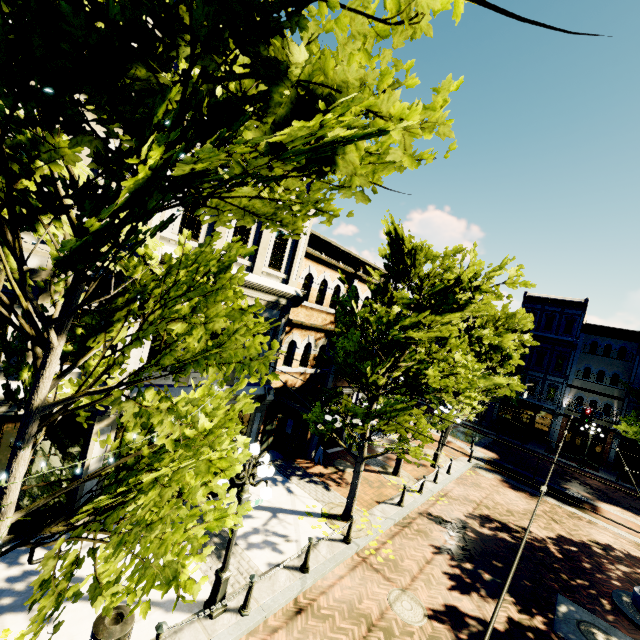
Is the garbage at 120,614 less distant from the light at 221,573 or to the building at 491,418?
the light at 221,573

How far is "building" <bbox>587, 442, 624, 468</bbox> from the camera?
27.6 meters

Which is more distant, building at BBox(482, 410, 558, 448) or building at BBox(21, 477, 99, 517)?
building at BBox(482, 410, 558, 448)

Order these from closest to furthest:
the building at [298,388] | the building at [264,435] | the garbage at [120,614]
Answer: the garbage at [120,614], the building at [264,435], the building at [298,388]

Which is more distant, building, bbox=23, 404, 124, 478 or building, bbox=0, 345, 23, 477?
building, bbox=23, 404, 124, 478

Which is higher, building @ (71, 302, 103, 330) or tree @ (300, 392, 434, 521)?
building @ (71, 302, 103, 330)

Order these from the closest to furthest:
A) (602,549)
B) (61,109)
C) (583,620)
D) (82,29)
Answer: (82,29) → (61,109) → (583,620) → (602,549)

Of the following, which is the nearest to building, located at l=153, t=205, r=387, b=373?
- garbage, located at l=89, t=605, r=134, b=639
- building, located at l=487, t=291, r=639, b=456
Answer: garbage, located at l=89, t=605, r=134, b=639
